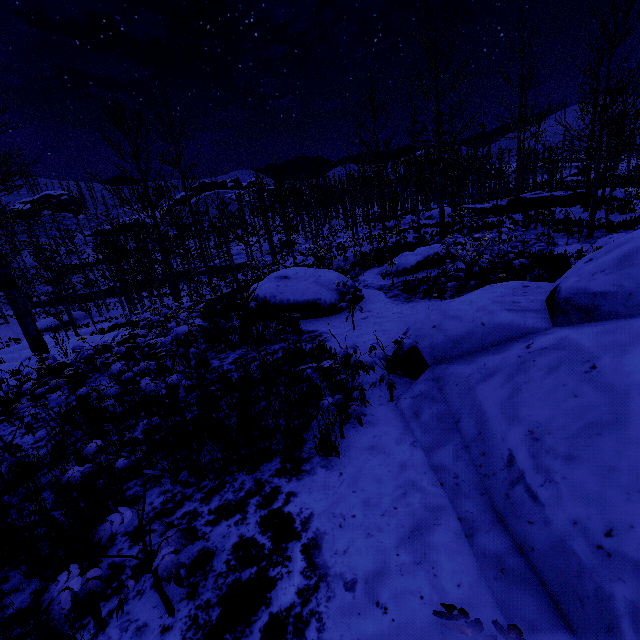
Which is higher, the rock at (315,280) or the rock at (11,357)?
the rock at (315,280)

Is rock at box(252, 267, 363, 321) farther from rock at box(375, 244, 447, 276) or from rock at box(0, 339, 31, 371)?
rock at box(0, 339, 31, 371)

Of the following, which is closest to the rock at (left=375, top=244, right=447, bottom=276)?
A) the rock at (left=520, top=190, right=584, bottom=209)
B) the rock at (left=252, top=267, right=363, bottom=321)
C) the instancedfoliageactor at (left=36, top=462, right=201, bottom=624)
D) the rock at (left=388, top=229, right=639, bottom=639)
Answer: the instancedfoliageactor at (left=36, top=462, right=201, bottom=624)

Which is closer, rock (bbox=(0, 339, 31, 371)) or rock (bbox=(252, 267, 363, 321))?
rock (bbox=(252, 267, 363, 321))

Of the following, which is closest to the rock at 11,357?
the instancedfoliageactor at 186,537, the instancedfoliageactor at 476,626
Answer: the instancedfoliageactor at 186,537

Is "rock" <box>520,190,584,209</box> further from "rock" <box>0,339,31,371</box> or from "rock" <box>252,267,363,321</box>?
"rock" <box>0,339,31,371</box>

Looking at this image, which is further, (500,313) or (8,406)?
(8,406)

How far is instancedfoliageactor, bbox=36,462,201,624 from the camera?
1.71m
